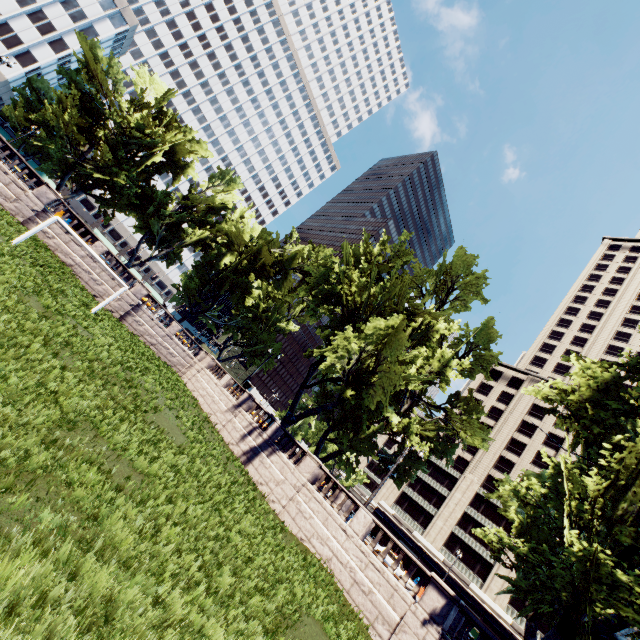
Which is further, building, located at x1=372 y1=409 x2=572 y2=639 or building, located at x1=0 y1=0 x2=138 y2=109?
building, located at x1=0 y1=0 x2=138 y2=109

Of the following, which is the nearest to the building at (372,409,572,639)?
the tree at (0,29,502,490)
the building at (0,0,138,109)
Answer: the tree at (0,29,502,490)

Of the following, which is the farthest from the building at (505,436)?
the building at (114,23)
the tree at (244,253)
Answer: the building at (114,23)

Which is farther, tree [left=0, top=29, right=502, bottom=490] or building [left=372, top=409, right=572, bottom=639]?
building [left=372, top=409, right=572, bottom=639]

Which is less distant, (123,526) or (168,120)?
(123,526)

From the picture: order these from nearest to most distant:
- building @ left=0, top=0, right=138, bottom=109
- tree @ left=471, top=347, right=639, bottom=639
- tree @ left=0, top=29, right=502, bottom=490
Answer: tree @ left=471, top=347, right=639, bottom=639 < tree @ left=0, top=29, right=502, bottom=490 < building @ left=0, top=0, right=138, bottom=109

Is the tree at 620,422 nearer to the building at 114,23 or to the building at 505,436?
the building at 114,23

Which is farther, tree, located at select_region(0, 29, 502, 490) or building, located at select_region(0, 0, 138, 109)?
building, located at select_region(0, 0, 138, 109)
